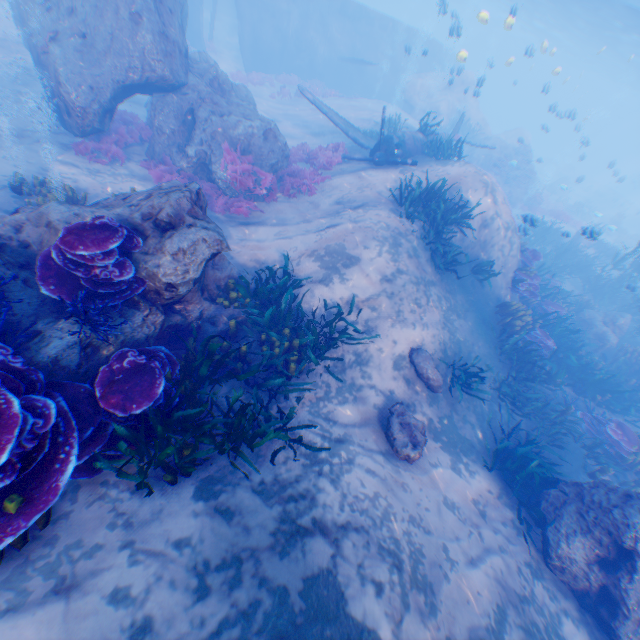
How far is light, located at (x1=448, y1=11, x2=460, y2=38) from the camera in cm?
1481

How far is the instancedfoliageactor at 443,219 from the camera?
10.1 meters

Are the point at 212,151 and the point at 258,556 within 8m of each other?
no

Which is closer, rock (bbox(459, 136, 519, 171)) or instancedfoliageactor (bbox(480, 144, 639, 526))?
instancedfoliageactor (bbox(480, 144, 639, 526))

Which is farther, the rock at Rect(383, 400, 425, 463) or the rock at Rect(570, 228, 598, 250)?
the rock at Rect(570, 228, 598, 250)

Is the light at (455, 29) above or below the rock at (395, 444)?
above

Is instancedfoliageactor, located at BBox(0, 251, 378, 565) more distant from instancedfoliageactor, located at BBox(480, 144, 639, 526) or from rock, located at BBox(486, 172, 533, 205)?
instancedfoliageactor, located at BBox(480, 144, 639, 526)

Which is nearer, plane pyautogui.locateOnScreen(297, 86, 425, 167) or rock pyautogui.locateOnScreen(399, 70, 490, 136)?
plane pyautogui.locateOnScreen(297, 86, 425, 167)
